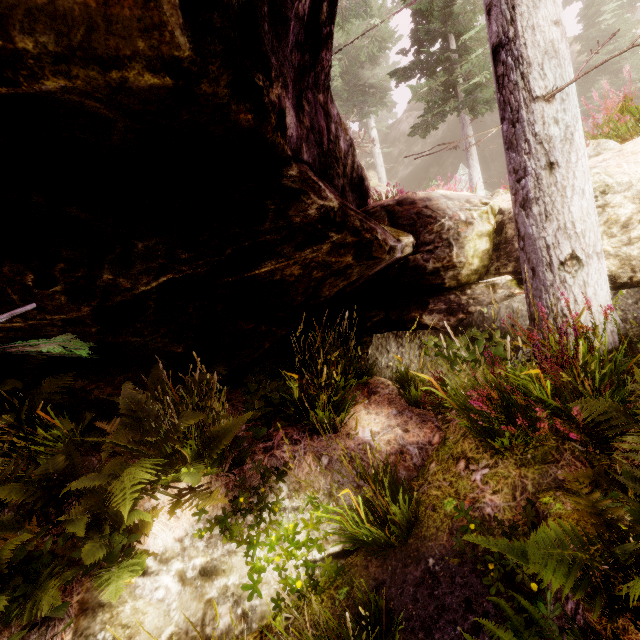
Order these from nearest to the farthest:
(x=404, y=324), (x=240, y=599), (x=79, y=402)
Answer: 1. (x=240, y=599)
2. (x=79, y=402)
3. (x=404, y=324)

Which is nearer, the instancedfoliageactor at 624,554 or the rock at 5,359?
the instancedfoliageactor at 624,554

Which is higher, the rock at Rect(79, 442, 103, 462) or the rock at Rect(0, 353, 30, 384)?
the rock at Rect(0, 353, 30, 384)

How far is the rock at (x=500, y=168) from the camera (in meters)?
26.62

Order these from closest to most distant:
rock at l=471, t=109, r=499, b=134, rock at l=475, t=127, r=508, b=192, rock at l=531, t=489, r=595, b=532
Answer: rock at l=531, t=489, r=595, b=532 < rock at l=471, t=109, r=499, b=134 < rock at l=475, t=127, r=508, b=192

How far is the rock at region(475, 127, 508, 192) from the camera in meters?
26.6 m
